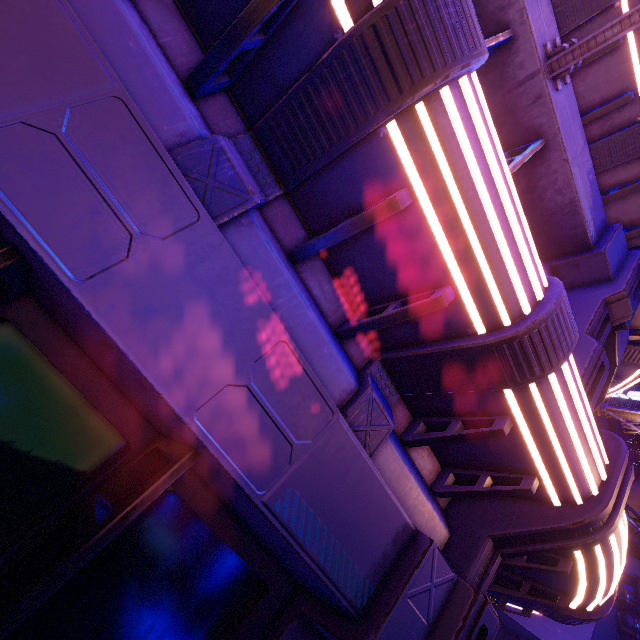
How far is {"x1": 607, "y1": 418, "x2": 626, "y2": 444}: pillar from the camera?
27.5 meters

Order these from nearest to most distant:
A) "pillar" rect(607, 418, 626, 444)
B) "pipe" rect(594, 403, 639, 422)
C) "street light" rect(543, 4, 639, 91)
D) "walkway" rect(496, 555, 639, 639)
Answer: "street light" rect(543, 4, 639, 91)
"walkway" rect(496, 555, 639, 639)
"pillar" rect(607, 418, 626, 444)
"pipe" rect(594, 403, 639, 422)

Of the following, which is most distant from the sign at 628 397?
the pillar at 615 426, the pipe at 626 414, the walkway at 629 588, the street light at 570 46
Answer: the street light at 570 46

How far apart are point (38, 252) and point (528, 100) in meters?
4.7 m

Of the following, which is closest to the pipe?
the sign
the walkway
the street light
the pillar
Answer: the sign

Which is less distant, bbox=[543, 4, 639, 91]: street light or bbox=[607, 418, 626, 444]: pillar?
bbox=[543, 4, 639, 91]: street light

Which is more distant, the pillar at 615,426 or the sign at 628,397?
the sign at 628,397

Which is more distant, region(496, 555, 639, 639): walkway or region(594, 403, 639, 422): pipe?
region(594, 403, 639, 422): pipe
